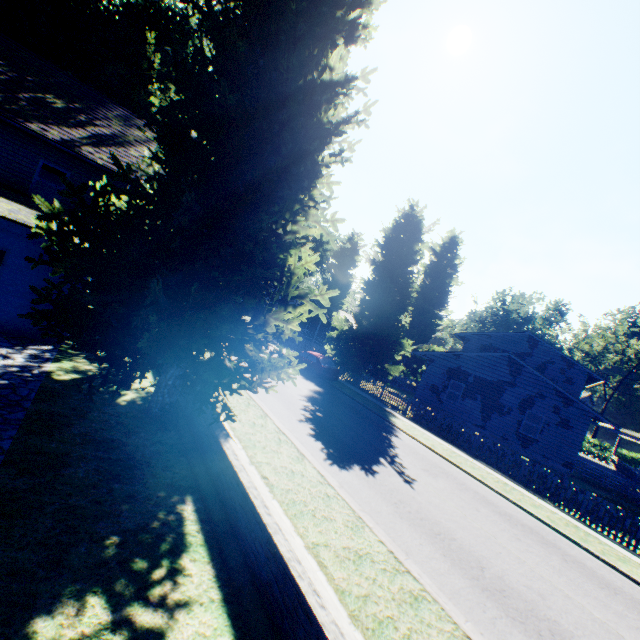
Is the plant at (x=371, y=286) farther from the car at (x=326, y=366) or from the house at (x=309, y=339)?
the car at (x=326, y=366)

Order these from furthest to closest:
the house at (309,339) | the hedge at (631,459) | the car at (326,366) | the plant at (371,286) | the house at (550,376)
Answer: the hedge at (631,459) → the house at (309,339) → the car at (326,366) → the house at (550,376) → the plant at (371,286)

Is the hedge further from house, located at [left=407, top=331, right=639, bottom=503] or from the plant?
the plant

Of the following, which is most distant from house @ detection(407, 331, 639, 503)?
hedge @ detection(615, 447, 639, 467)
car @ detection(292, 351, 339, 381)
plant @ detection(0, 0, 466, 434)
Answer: hedge @ detection(615, 447, 639, 467)

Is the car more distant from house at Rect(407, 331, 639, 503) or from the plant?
house at Rect(407, 331, 639, 503)

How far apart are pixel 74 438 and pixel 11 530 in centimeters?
246cm

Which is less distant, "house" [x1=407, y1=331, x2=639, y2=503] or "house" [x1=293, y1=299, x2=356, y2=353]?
"house" [x1=407, y1=331, x2=639, y2=503]
